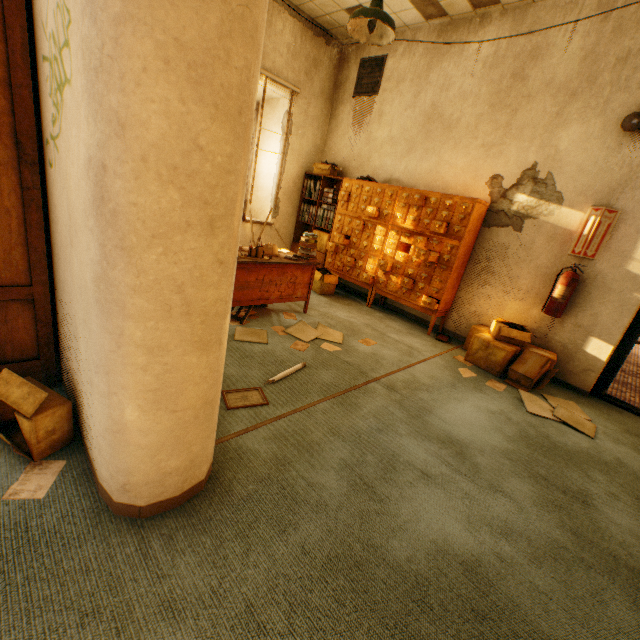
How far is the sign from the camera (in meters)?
3.36

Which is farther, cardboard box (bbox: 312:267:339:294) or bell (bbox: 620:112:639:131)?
cardboard box (bbox: 312:267:339:294)

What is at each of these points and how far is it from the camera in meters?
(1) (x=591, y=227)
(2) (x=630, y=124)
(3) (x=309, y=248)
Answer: (1) sign, 3.4
(2) bell, 3.1
(3) book, 4.0

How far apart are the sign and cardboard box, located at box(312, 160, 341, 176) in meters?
3.7

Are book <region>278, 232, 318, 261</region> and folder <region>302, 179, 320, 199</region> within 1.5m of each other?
no

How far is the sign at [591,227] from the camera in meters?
3.4

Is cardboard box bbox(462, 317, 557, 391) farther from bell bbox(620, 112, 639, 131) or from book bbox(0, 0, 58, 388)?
book bbox(0, 0, 58, 388)

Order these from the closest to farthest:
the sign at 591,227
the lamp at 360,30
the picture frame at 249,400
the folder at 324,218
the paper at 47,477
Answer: the paper at 47,477
the picture frame at 249,400
the lamp at 360,30
the sign at 591,227
the folder at 324,218
